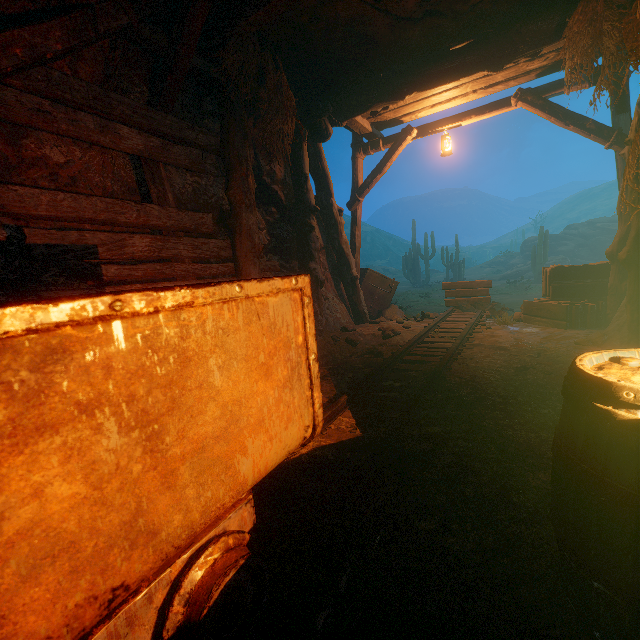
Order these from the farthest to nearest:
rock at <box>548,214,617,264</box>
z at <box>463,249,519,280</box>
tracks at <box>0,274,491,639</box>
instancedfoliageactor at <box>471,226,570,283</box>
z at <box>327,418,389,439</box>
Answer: z at <box>463,249,519,280</box>
rock at <box>548,214,617,264</box>
instancedfoliageactor at <box>471,226,570,283</box>
z at <box>327,418,389,439</box>
tracks at <box>0,274,491,639</box>

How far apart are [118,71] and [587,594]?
4.98m

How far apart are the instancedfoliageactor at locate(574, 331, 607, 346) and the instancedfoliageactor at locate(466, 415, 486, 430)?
3.1 meters

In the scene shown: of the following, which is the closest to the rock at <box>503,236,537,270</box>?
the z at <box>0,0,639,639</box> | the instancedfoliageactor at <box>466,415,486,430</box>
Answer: the z at <box>0,0,639,639</box>

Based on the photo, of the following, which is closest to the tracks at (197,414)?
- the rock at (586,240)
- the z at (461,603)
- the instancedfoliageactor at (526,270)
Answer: the z at (461,603)

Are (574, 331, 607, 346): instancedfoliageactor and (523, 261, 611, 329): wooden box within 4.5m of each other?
yes

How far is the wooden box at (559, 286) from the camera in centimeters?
549cm

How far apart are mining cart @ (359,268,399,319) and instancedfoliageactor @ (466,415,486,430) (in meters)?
6.04
